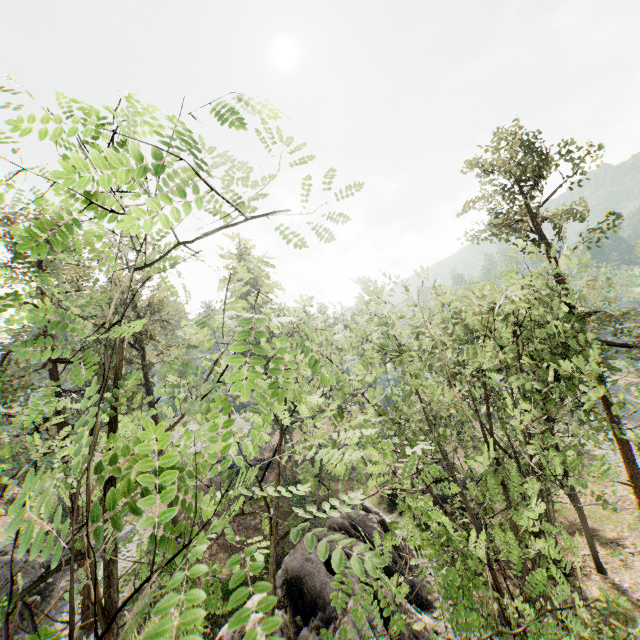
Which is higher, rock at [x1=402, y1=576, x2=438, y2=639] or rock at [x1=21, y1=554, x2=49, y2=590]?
rock at [x1=21, y1=554, x2=49, y2=590]

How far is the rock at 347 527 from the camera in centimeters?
1845cm

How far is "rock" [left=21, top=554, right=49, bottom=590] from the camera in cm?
2022

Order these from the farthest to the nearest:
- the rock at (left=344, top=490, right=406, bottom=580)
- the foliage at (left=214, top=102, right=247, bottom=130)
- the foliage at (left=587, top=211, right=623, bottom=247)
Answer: the rock at (left=344, top=490, right=406, bottom=580), the foliage at (left=587, top=211, right=623, bottom=247), the foliage at (left=214, top=102, right=247, bottom=130)

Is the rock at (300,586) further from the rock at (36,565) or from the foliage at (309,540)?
the rock at (36,565)

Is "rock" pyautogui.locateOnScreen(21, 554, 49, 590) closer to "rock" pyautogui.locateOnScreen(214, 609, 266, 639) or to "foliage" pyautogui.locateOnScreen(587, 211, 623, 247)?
"foliage" pyautogui.locateOnScreen(587, 211, 623, 247)

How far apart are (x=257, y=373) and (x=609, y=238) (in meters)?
23.80
